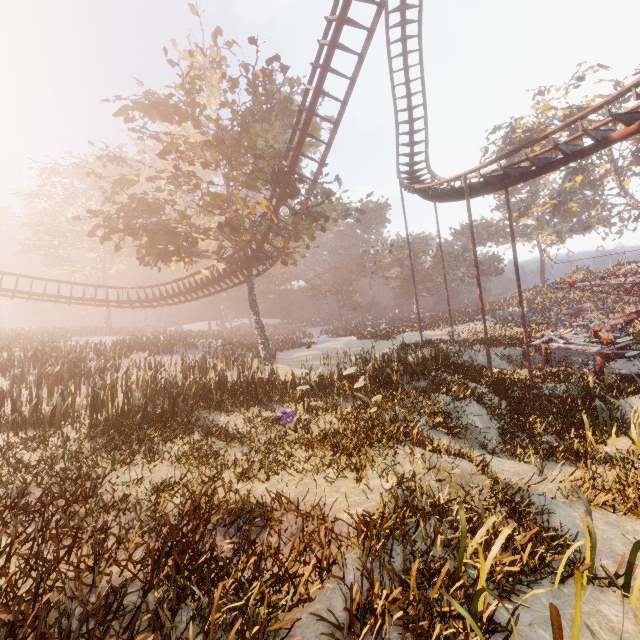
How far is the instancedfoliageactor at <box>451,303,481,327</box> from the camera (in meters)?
34.38

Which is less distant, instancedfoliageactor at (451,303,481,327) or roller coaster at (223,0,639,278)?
roller coaster at (223,0,639,278)

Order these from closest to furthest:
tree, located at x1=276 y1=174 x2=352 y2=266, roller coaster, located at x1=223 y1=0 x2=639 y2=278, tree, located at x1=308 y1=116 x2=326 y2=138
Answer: roller coaster, located at x1=223 y1=0 x2=639 y2=278 → tree, located at x1=276 y1=174 x2=352 y2=266 → tree, located at x1=308 y1=116 x2=326 y2=138

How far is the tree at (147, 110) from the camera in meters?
16.2 m

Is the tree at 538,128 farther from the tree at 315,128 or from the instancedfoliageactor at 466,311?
the tree at 315,128

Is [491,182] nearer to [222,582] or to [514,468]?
[514,468]

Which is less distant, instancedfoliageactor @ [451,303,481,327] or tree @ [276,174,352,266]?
tree @ [276,174,352,266]

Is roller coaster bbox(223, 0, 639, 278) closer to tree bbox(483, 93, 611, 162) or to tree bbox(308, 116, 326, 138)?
tree bbox(308, 116, 326, 138)
